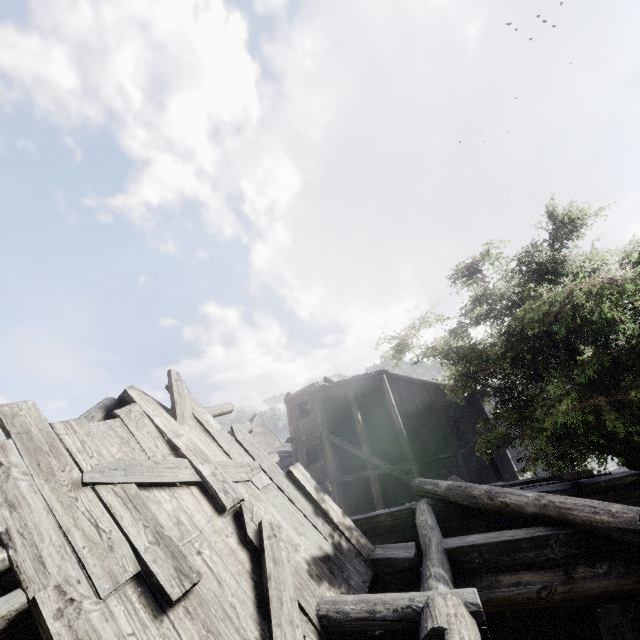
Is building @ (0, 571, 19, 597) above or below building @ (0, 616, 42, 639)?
above

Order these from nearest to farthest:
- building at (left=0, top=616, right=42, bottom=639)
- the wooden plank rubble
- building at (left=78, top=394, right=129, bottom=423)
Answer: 1. the wooden plank rubble
2. building at (left=0, top=616, right=42, bottom=639)
3. building at (left=78, top=394, right=129, bottom=423)

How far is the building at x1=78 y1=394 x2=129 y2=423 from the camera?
4.7 meters

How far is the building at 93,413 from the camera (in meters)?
4.69

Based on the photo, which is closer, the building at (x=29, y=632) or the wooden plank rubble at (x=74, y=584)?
the wooden plank rubble at (x=74, y=584)

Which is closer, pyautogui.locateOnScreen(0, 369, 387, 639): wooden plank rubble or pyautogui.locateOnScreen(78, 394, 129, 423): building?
pyautogui.locateOnScreen(0, 369, 387, 639): wooden plank rubble

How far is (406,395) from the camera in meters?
21.5
